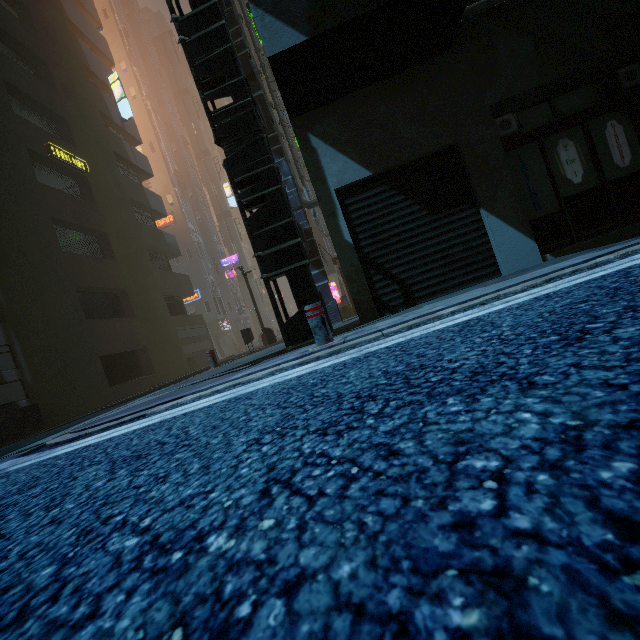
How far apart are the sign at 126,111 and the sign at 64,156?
6.9m

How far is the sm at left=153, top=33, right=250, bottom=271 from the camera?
44.6m

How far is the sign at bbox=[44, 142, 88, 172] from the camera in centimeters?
1421cm

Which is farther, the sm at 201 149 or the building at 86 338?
the sm at 201 149

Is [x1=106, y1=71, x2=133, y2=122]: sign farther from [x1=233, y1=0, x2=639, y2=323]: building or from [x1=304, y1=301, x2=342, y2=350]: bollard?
[x1=304, y1=301, x2=342, y2=350]: bollard

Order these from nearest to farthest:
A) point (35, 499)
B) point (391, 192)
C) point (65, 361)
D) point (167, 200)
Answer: point (35, 499) < point (391, 192) < point (65, 361) < point (167, 200)

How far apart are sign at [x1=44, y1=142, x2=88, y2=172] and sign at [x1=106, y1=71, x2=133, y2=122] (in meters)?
6.94

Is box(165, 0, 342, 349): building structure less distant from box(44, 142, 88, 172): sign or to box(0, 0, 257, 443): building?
box(0, 0, 257, 443): building
